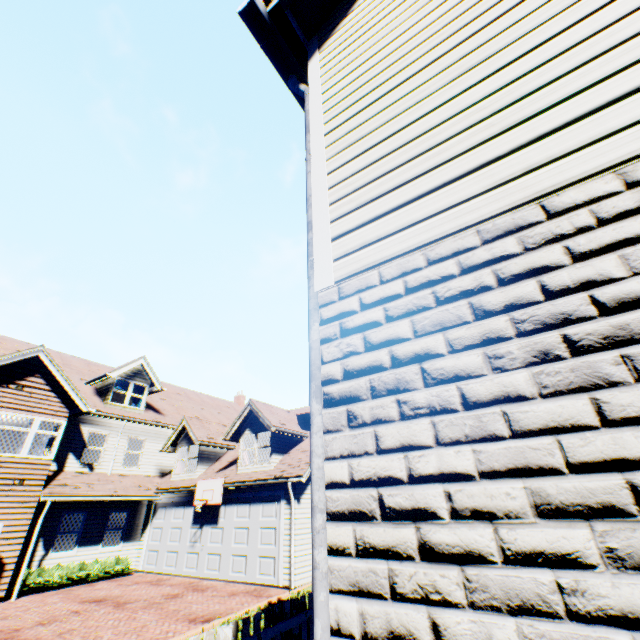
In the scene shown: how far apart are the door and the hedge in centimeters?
539cm

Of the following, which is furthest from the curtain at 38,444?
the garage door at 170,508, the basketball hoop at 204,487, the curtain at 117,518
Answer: the basketball hoop at 204,487

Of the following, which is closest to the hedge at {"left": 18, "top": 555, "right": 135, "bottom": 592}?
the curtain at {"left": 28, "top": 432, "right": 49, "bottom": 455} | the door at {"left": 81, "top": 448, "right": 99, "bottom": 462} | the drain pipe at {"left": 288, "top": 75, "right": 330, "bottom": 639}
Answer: the curtain at {"left": 28, "top": 432, "right": 49, "bottom": 455}

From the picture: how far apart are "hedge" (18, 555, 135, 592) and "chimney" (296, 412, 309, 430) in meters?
16.2 m

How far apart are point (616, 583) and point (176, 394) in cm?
2692

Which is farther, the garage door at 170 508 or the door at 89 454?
the door at 89 454

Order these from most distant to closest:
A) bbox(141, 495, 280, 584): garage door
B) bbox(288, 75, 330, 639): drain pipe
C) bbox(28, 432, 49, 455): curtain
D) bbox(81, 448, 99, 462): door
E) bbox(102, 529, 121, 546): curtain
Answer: bbox(81, 448, 99, 462): door → bbox(102, 529, 121, 546): curtain → bbox(28, 432, 49, 455): curtain → bbox(141, 495, 280, 584): garage door → bbox(288, 75, 330, 639): drain pipe

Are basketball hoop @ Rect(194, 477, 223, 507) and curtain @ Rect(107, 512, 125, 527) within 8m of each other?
yes
